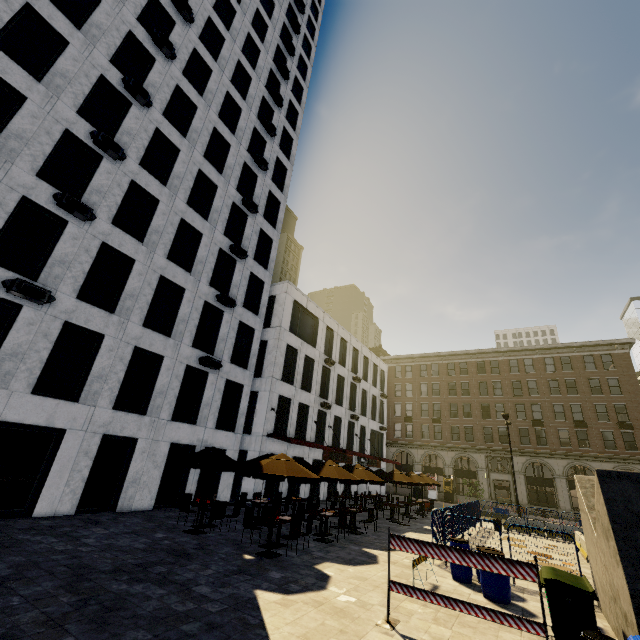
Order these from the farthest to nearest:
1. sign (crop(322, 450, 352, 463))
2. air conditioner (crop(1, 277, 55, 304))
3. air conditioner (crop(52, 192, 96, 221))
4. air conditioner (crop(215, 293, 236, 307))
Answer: sign (crop(322, 450, 352, 463)), air conditioner (crop(215, 293, 236, 307)), air conditioner (crop(52, 192, 96, 221)), air conditioner (crop(1, 277, 55, 304))

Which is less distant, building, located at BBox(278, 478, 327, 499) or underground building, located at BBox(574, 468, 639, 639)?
underground building, located at BBox(574, 468, 639, 639)

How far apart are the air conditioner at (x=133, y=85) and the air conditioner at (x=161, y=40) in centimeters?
383cm

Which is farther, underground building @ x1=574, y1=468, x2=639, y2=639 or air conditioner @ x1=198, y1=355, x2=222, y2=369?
air conditioner @ x1=198, y1=355, x2=222, y2=369

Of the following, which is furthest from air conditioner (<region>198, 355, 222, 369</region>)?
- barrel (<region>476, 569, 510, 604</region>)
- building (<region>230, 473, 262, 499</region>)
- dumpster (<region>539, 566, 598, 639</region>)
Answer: dumpster (<region>539, 566, 598, 639</region>)

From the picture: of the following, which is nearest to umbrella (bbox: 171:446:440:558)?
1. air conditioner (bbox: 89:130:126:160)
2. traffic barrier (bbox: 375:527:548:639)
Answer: traffic barrier (bbox: 375:527:548:639)

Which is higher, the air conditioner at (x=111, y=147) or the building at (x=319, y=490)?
the air conditioner at (x=111, y=147)

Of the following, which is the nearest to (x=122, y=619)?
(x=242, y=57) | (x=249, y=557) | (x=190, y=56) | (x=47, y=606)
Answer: (x=47, y=606)
